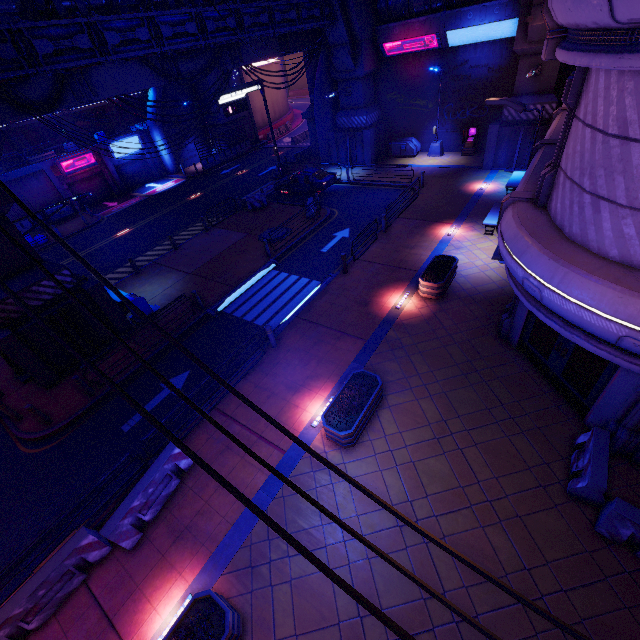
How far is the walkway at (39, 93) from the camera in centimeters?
1322cm

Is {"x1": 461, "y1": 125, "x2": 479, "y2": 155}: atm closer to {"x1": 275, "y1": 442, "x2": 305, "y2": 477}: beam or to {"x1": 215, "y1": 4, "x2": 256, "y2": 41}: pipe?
{"x1": 275, "y1": 442, "x2": 305, "y2": 477}: beam

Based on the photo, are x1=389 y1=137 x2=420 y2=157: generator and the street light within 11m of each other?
yes

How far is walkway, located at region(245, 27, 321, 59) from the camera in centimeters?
2158cm

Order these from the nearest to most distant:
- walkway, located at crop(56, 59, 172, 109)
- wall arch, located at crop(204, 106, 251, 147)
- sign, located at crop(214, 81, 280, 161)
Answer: walkway, located at crop(56, 59, 172, 109) < sign, located at crop(214, 81, 280, 161) < wall arch, located at crop(204, 106, 251, 147)

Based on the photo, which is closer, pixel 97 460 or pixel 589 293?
pixel 589 293

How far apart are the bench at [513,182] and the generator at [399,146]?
9.3m

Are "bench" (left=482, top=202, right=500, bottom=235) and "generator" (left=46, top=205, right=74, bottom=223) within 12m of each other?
no
